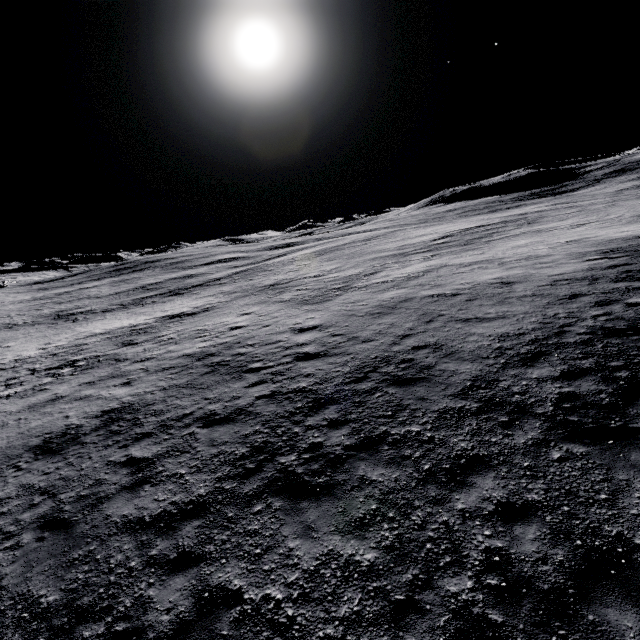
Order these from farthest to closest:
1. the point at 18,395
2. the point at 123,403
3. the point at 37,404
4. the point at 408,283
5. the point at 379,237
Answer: the point at 379,237 → the point at 408,283 → the point at 18,395 → the point at 37,404 → the point at 123,403
